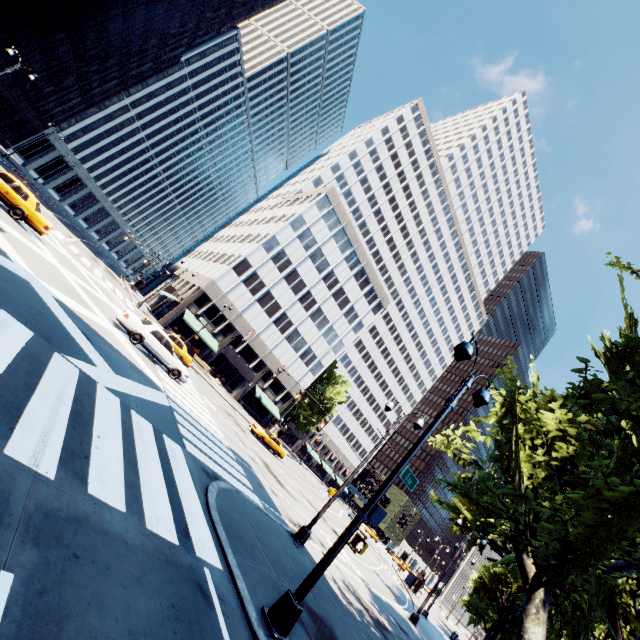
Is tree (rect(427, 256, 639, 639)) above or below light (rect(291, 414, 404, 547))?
above

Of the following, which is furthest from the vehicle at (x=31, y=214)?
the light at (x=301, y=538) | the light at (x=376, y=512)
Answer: the light at (x=376, y=512)

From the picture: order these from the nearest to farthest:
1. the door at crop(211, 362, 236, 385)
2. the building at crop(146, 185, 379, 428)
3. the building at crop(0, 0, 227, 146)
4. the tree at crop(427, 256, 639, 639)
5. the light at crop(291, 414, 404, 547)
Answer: the tree at crop(427, 256, 639, 639) → the light at crop(291, 414, 404, 547) → the building at crop(0, 0, 227, 146) → the building at crop(146, 185, 379, 428) → the door at crop(211, 362, 236, 385)

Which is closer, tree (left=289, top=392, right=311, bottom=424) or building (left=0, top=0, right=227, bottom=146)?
building (left=0, top=0, right=227, bottom=146)

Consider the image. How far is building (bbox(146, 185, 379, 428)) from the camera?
45.1 meters

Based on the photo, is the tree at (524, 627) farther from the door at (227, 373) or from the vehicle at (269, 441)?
the vehicle at (269, 441)

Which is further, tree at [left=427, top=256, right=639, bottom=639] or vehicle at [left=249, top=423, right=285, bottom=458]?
vehicle at [left=249, top=423, right=285, bottom=458]

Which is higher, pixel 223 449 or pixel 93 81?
pixel 93 81
